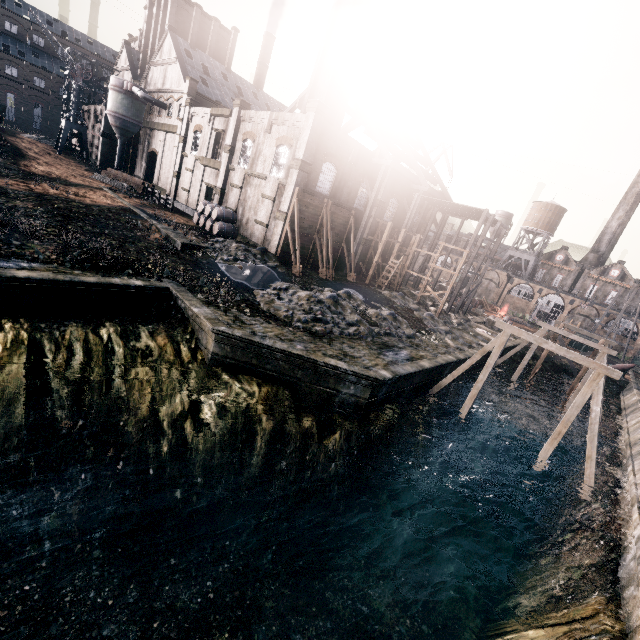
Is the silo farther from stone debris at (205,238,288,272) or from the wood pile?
stone debris at (205,238,288,272)

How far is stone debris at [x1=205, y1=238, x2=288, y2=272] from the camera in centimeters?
2464cm

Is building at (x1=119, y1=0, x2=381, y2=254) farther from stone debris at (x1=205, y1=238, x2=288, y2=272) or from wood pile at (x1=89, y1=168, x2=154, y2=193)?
stone debris at (x1=205, y1=238, x2=288, y2=272)

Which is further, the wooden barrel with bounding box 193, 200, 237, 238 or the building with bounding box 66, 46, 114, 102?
the building with bounding box 66, 46, 114, 102

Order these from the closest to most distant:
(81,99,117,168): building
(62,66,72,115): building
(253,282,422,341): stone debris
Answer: (253,282,422,341): stone debris
(81,99,117,168): building
(62,66,72,115): building

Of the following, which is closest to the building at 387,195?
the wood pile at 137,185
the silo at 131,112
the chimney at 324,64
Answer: the chimney at 324,64

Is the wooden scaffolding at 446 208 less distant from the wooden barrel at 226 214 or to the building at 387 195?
the wooden barrel at 226 214

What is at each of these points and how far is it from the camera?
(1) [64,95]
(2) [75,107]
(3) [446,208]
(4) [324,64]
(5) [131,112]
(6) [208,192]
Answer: (1) building, 58.6 meters
(2) crane, 53.8 meters
(3) wooden scaffolding, 40.7 meters
(4) chimney, 31.2 meters
(5) silo, 49.3 meters
(6) building, 47.5 meters
